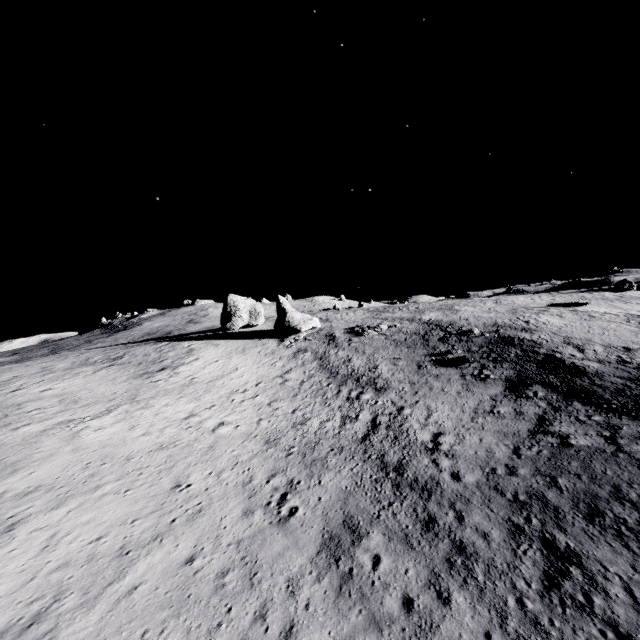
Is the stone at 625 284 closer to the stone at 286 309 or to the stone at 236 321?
the stone at 286 309

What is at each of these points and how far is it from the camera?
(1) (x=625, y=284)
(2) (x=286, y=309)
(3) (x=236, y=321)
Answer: (1) stone, 48.3 meters
(2) stone, 47.4 meters
(3) stone, 55.3 meters

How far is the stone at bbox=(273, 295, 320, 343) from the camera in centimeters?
4603cm

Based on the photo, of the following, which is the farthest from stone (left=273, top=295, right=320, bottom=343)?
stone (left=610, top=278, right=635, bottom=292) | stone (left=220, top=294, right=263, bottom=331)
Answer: stone (left=610, top=278, right=635, bottom=292)

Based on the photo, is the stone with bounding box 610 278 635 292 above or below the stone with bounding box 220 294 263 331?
below

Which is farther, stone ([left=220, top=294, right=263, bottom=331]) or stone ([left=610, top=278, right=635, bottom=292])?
stone ([left=220, top=294, right=263, bottom=331])

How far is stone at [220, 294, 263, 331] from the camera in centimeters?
5528cm

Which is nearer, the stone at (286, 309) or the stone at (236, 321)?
the stone at (286, 309)
